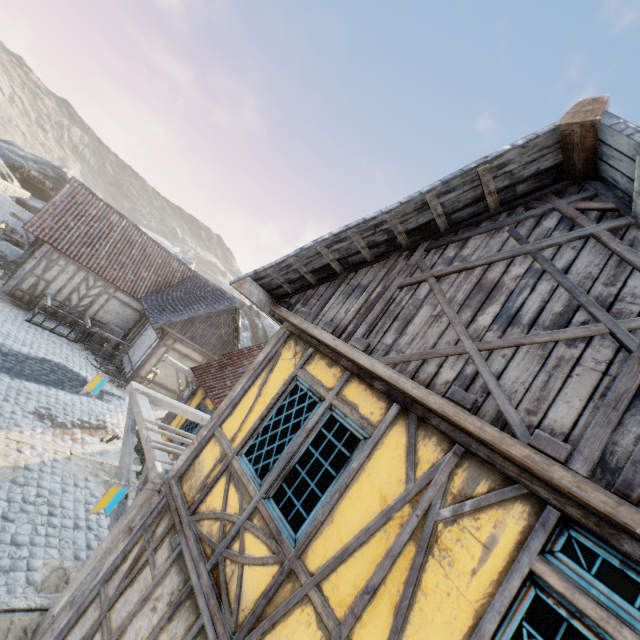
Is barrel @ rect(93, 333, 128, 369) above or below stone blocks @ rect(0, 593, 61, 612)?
above

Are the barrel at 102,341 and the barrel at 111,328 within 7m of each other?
yes

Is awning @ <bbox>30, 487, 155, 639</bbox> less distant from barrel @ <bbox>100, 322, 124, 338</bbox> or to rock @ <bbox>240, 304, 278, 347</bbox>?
rock @ <bbox>240, 304, 278, 347</bbox>

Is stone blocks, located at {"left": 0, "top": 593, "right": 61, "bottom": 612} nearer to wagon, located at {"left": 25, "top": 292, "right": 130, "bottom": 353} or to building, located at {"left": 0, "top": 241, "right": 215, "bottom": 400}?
building, located at {"left": 0, "top": 241, "right": 215, "bottom": 400}

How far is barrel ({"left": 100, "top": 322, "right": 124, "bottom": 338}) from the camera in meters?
16.0 m

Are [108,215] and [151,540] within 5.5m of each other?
no

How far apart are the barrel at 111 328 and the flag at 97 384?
10.60m

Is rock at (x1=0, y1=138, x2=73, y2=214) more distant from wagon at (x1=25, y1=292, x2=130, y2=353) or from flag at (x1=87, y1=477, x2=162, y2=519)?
flag at (x1=87, y1=477, x2=162, y2=519)
